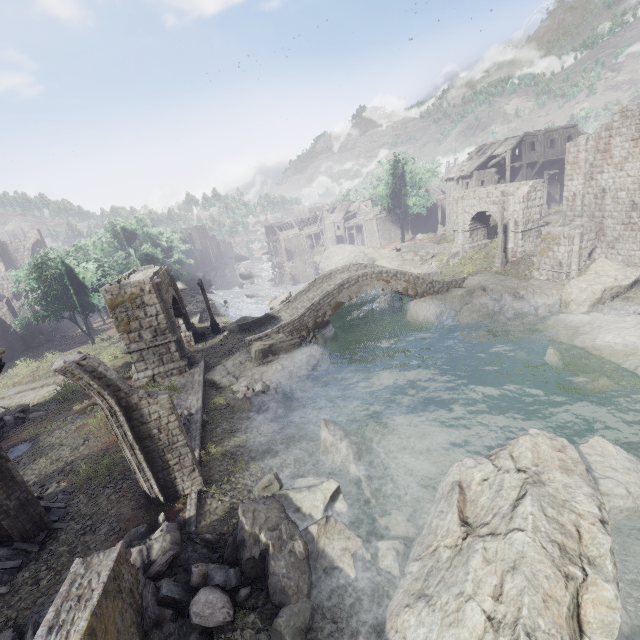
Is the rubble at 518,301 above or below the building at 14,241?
below

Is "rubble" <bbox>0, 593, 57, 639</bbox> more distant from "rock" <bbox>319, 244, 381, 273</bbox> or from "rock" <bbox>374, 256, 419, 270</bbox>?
"rock" <bbox>319, 244, 381, 273</bbox>

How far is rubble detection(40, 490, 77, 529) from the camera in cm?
968

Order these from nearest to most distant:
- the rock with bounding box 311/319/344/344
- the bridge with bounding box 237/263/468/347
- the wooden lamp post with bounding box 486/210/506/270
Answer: the bridge with bounding box 237/263/468/347 → the rock with bounding box 311/319/344/344 → the wooden lamp post with bounding box 486/210/506/270

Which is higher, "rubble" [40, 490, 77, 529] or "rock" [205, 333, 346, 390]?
"rubble" [40, 490, 77, 529]

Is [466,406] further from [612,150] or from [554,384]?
[612,150]

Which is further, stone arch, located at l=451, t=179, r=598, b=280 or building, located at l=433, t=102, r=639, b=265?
stone arch, located at l=451, t=179, r=598, b=280

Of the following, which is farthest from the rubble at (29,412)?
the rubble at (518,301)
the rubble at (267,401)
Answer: the rubble at (518,301)
